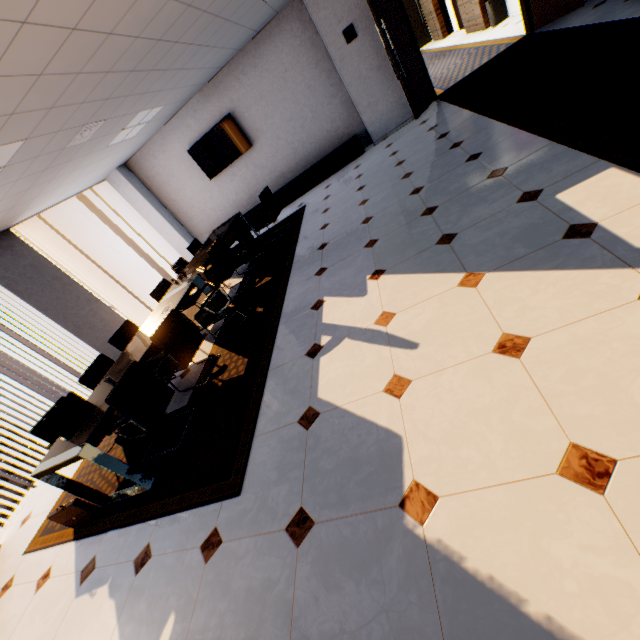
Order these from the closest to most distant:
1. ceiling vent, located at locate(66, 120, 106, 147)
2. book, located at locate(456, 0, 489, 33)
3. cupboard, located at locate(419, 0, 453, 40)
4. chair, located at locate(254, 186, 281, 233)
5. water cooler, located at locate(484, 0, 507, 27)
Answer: ceiling vent, located at locate(66, 120, 106, 147)
chair, located at locate(254, 186, 281, 233)
water cooler, located at locate(484, 0, 507, 27)
book, located at locate(456, 0, 489, 33)
cupboard, located at locate(419, 0, 453, 40)

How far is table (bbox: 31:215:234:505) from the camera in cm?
281

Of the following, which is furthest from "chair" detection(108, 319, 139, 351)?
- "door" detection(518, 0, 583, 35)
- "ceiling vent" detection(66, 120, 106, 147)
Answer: "door" detection(518, 0, 583, 35)

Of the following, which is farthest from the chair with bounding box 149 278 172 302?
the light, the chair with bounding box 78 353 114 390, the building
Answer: the building

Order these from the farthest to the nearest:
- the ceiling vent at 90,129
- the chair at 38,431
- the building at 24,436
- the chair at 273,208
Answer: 1. the building at 24,436
2. the chair at 273,208
3. the ceiling vent at 90,129
4. the chair at 38,431

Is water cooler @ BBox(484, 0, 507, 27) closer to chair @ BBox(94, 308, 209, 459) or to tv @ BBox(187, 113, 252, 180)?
tv @ BBox(187, 113, 252, 180)

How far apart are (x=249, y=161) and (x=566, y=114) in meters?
6.6 m

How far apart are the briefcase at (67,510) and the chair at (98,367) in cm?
125
